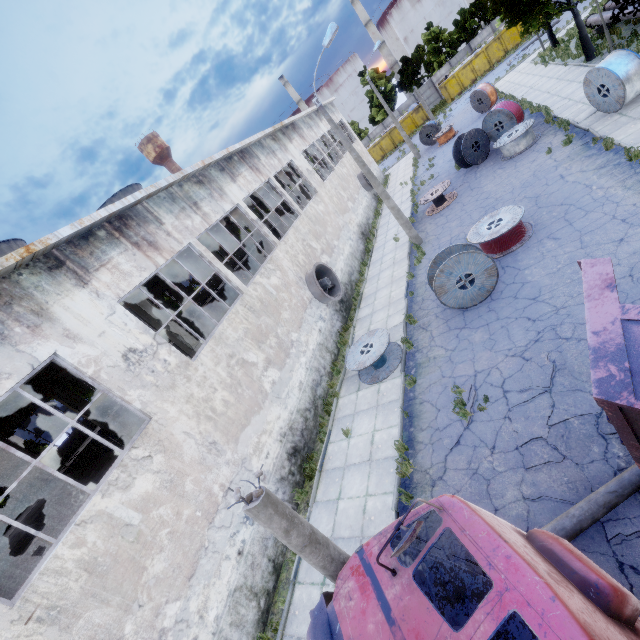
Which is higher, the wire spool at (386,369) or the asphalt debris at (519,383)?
the wire spool at (386,369)

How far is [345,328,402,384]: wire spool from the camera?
11.66m

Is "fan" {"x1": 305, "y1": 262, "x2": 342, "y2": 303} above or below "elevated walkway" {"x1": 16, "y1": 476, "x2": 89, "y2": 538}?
below

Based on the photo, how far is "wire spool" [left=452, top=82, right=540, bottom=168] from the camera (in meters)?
17.09

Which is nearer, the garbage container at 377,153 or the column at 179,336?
the column at 179,336

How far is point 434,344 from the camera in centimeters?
1119cm

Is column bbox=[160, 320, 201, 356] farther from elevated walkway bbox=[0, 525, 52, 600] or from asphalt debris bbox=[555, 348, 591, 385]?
asphalt debris bbox=[555, 348, 591, 385]

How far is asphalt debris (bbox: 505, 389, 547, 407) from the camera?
7.5 meters
